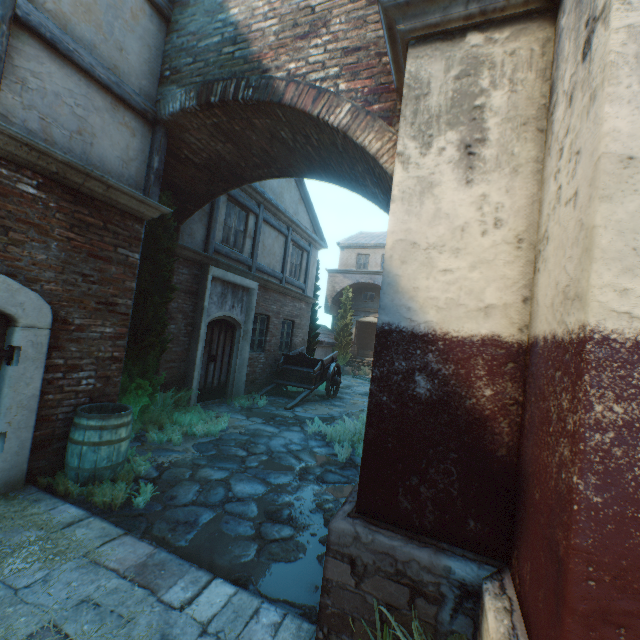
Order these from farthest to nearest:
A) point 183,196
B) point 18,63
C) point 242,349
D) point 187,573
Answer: point 242,349 < point 183,196 < point 18,63 < point 187,573

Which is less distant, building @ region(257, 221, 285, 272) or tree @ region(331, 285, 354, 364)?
building @ region(257, 221, 285, 272)

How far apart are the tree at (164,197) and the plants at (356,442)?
3.6m

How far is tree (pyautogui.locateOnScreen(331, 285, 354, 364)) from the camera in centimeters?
2173cm

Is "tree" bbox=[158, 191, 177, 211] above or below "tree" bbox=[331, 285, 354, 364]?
above

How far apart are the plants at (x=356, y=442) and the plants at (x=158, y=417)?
2.2m

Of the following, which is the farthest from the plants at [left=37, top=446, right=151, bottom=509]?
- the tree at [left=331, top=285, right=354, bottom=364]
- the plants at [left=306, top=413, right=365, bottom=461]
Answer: the tree at [left=331, top=285, right=354, bottom=364]

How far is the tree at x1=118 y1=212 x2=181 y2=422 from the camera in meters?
5.8
